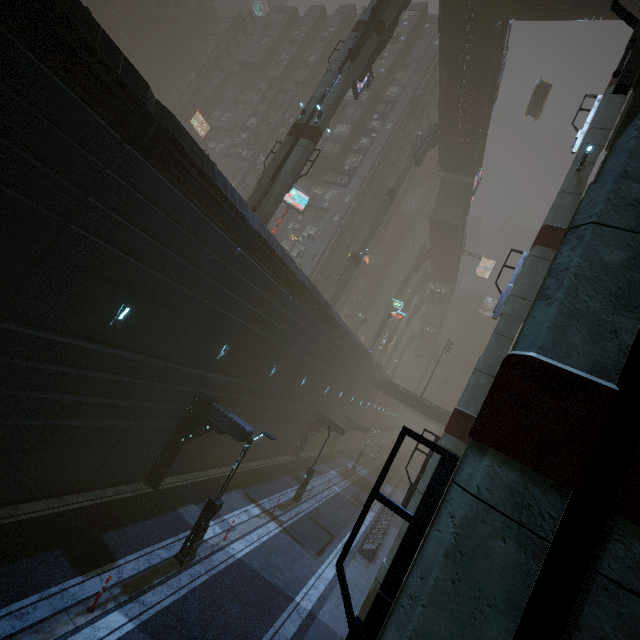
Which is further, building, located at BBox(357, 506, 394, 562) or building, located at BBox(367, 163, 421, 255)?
building, located at BBox(367, 163, 421, 255)

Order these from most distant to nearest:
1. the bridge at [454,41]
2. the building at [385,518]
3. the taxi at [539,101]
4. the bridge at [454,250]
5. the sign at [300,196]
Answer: the bridge at [454,250] < the taxi at [539,101] < the sign at [300,196] < the bridge at [454,41] < the building at [385,518]

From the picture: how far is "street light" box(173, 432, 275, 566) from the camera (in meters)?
12.09

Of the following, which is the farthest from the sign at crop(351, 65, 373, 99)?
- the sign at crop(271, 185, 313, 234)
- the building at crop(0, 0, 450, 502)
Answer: the building at crop(0, 0, 450, 502)

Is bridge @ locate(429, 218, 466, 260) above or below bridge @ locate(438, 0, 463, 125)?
below

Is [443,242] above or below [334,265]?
above

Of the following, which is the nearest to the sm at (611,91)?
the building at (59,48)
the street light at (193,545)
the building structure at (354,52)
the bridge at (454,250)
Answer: the building structure at (354,52)

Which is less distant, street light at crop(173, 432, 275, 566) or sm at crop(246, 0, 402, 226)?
street light at crop(173, 432, 275, 566)
